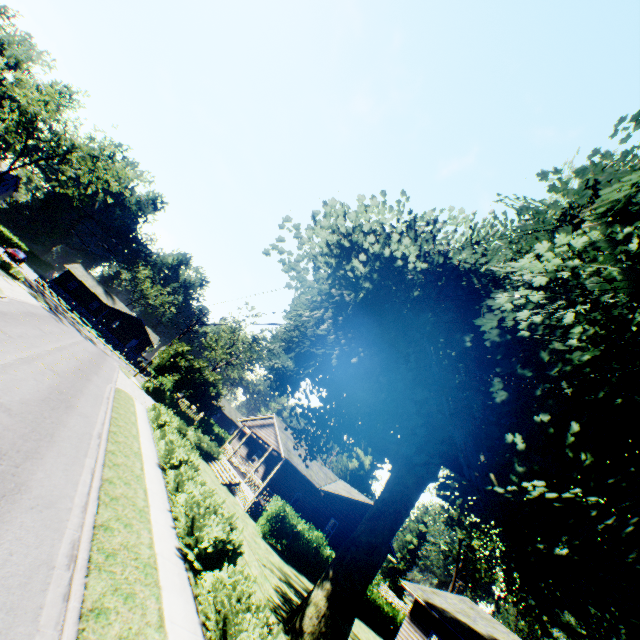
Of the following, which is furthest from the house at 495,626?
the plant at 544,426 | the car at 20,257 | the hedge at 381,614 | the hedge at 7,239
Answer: the hedge at 7,239

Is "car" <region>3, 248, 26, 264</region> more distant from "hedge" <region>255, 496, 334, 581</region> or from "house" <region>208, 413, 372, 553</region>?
"hedge" <region>255, 496, 334, 581</region>

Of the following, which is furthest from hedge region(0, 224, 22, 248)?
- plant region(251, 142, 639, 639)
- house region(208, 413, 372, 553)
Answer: house region(208, 413, 372, 553)

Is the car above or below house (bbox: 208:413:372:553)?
below

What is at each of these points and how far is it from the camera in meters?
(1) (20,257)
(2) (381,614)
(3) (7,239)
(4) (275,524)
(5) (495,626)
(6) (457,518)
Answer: (1) car, 47.0
(2) hedge, 23.6
(3) hedge, 54.5
(4) hedge, 20.7
(5) house, 21.4
(6) tree, 49.9

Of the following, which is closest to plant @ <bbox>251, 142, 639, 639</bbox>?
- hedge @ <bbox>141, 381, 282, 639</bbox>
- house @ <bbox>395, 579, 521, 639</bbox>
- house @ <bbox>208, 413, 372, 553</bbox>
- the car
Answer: house @ <bbox>208, 413, 372, 553</bbox>

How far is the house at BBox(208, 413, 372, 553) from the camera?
24.9m

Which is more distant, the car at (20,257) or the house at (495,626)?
the car at (20,257)
